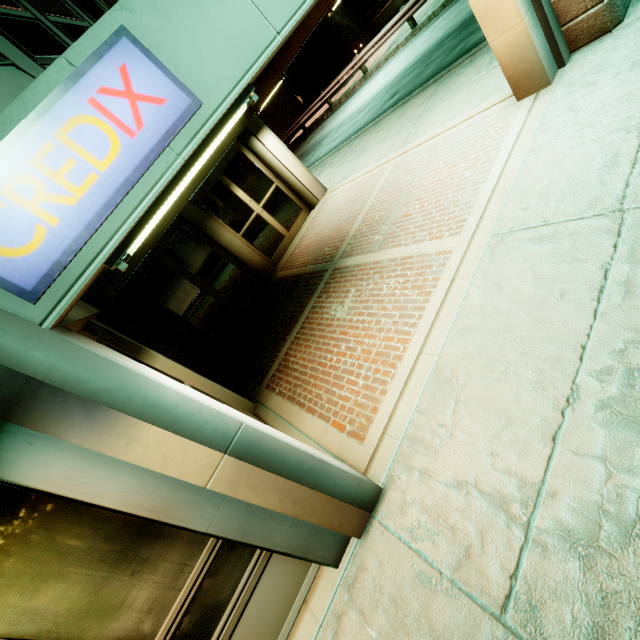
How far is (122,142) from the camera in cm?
187

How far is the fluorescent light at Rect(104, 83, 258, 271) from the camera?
2.0m

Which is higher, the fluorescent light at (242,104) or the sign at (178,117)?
the sign at (178,117)

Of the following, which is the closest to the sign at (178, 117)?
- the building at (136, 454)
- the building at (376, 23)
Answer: the building at (136, 454)

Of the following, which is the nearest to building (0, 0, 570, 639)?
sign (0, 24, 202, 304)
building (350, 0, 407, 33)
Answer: sign (0, 24, 202, 304)

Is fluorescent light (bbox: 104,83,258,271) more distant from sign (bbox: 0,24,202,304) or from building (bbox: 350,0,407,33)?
building (bbox: 350,0,407,33)

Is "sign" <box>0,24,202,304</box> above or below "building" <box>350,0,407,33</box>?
above
